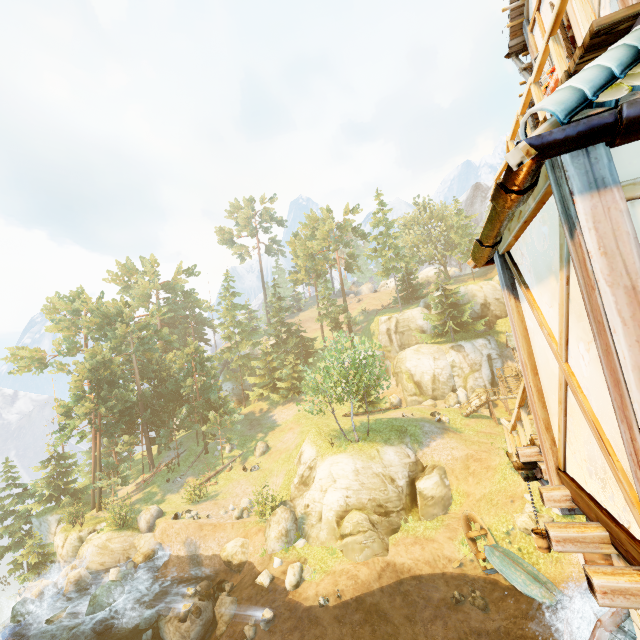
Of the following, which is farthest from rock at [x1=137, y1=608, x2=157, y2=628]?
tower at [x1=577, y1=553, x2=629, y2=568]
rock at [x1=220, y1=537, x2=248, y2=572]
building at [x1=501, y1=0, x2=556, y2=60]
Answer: building at [x1=501, y1=0, x2=556, y2=60]

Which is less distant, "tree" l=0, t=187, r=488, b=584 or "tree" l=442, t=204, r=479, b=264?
"tree" l=0, t=187, r=488, b=584

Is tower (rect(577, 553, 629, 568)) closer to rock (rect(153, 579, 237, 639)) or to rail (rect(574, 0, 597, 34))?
rail (rect(574, 0, 597, 34))

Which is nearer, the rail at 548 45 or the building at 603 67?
the building at 603 67

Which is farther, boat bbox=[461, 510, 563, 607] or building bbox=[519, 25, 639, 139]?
boat bbox=[461, 510, 563, 607]

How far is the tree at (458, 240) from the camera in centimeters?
5147cm

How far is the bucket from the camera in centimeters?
844cm

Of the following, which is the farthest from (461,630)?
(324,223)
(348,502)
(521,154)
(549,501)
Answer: (324,223)
